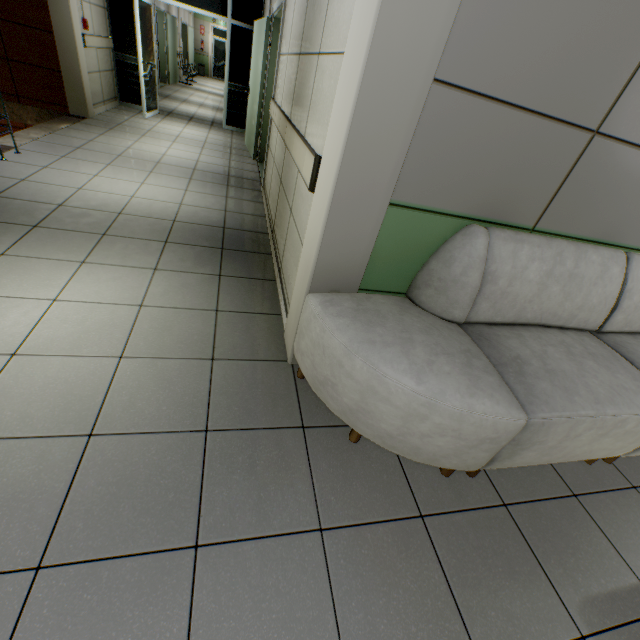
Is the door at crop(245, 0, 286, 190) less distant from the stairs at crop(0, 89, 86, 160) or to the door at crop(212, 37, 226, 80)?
the stairs at crop(0, 89, 86, 160)

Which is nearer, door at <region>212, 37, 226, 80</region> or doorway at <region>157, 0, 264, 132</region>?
doorway at <region>157, 0, 264, 132</region>

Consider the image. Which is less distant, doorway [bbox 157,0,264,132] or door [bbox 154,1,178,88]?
doorway [bbox 157,0,264,132]

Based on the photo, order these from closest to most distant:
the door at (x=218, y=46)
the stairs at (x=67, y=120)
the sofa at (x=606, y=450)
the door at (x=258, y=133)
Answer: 1. the sofa at (x=606, y=450)
2. the stairs at (x=67, y=120)
3. the door at (x=258, y=133)
4. the door at (x=218, y=46)

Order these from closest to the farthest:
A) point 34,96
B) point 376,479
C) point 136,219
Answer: point 376,479, point 136,219, point 34,96

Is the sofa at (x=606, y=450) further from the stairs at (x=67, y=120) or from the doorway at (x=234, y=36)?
the doorway at (x=234, y=36)

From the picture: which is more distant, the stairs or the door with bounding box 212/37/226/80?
the door with bounding box 212/37/226/80

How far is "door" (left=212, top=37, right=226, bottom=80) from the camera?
18.9m
